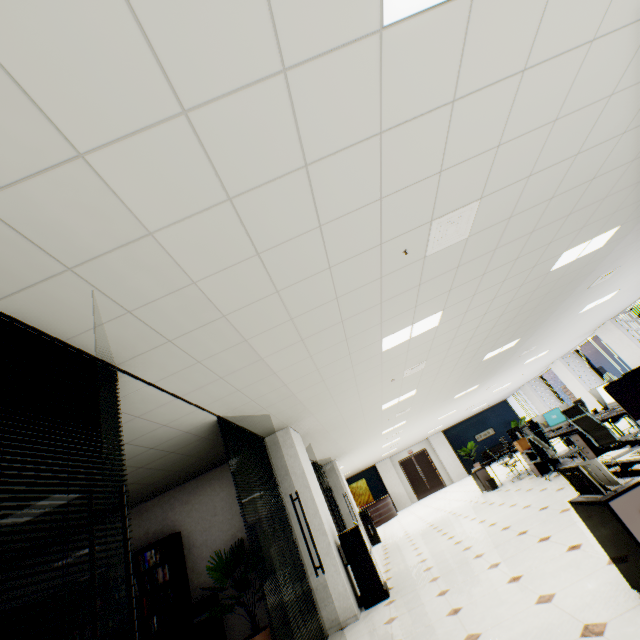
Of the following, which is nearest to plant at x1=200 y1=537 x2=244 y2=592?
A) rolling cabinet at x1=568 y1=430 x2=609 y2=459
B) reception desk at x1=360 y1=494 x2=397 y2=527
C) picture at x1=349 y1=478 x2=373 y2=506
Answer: rolling cabinet at x1=568 y1=430 x2=609 y2=459

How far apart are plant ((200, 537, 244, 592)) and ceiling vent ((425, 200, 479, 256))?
5.18m

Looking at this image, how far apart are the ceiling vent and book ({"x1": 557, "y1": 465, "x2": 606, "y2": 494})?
2.1m

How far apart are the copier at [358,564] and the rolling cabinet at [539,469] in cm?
538

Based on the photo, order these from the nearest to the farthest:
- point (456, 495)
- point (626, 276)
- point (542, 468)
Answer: point (626, 276)
point (542, 468)
point (456, 495)

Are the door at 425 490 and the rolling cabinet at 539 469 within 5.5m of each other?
no

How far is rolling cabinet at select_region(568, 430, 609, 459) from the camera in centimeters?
683cm

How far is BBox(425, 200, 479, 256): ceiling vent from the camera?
2.9m
